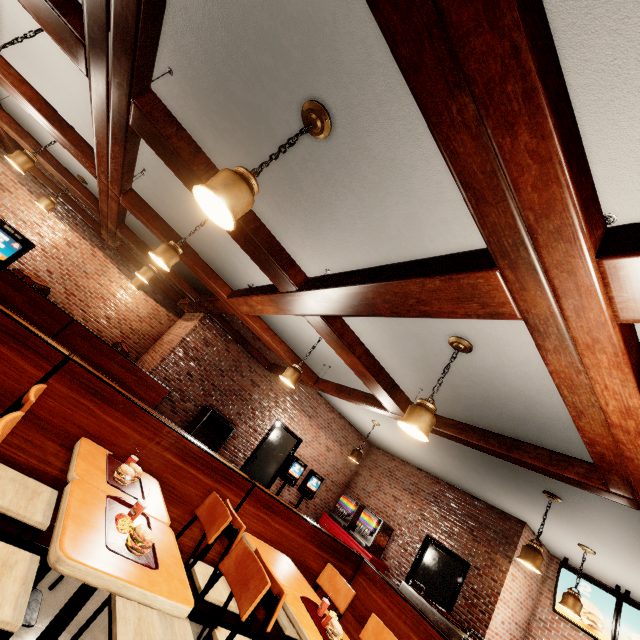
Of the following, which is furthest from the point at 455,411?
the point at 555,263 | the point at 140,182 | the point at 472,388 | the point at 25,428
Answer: the point at 140,182
